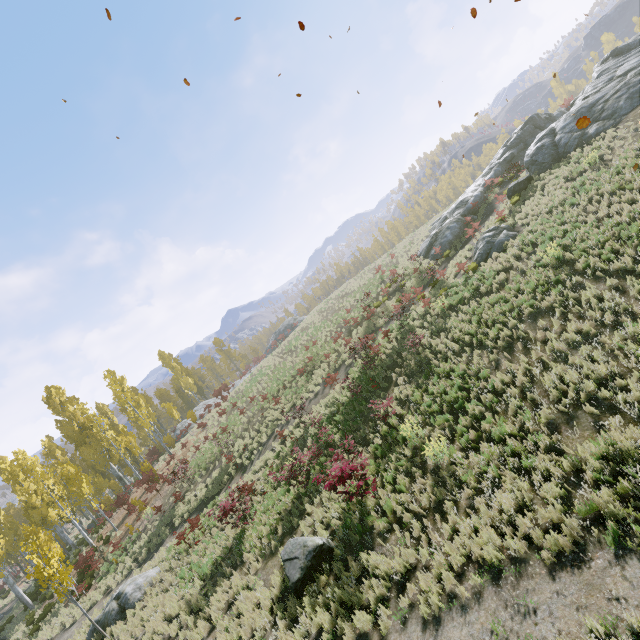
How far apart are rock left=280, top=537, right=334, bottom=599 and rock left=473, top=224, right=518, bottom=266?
15.4m

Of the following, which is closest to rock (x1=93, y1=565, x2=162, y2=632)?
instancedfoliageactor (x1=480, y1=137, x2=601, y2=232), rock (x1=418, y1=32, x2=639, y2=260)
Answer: instancedfoliageactor (x1=480, y1=137, x2=601, y2=232)

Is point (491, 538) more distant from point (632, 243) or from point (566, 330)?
point (632, 243)

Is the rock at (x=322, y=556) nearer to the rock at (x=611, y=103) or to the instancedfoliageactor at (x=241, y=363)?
the instancedfoliageactor at (x=241, y=363)

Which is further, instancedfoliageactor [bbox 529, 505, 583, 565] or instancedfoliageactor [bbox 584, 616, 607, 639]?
instancedfoliageactor [bbox 529, 505, 583, 565]

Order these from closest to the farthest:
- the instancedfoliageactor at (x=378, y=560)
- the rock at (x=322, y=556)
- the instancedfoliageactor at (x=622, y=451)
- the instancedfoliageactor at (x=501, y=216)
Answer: the instancedfoliageactor at (x=622, y=451) → the instancedfoliageactor at (x=378, y=560) → the rock at (x=322, y=556) → the instancedfoliageactor at (x=501, y=216)

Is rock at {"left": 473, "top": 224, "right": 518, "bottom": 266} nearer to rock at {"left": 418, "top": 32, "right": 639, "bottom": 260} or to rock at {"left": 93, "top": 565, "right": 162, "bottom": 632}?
rock at {"left": 418, "top": 32, "right": 639, "bottom": 260}

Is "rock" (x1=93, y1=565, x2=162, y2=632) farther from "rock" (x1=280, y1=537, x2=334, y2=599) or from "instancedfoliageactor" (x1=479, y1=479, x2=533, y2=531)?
"rock" (x1=280, y1=537, x2=334, y2=599)
